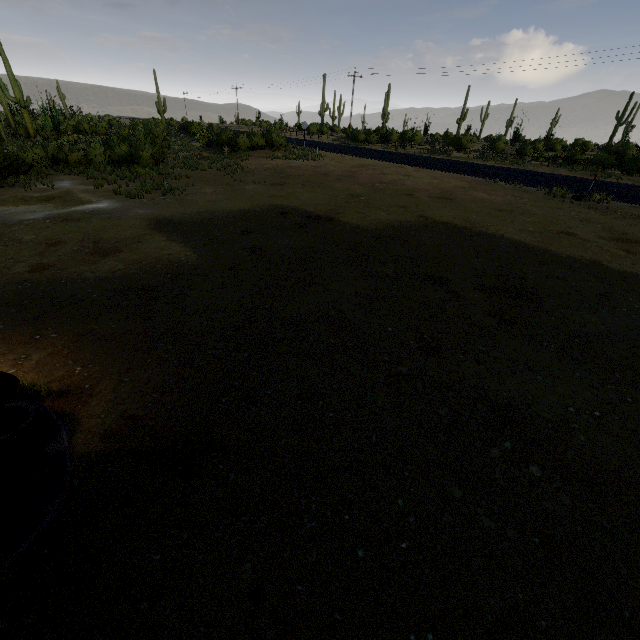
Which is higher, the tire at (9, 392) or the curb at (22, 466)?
the tire at (9, 392)

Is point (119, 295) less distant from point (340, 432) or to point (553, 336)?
point (340, 432)

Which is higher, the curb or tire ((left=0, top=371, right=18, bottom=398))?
tire ((left=0, top=371, right=18, bottom=398))

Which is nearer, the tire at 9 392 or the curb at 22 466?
the curb at 22 466

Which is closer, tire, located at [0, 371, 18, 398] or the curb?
the curb

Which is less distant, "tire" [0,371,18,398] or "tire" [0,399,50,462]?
"tire" [0,399,50,462]
